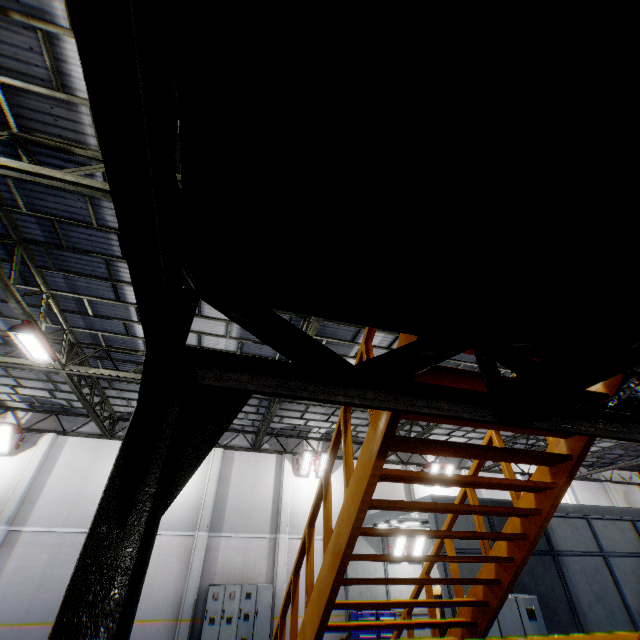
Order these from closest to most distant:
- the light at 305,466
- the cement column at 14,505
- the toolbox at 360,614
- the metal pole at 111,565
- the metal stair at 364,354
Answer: the metal pole at 111,565, the metal stair at 364,354, the toolbox at 360,614, the cement column at 14,505, the light at 305,466

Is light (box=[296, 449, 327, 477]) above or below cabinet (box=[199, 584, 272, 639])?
above

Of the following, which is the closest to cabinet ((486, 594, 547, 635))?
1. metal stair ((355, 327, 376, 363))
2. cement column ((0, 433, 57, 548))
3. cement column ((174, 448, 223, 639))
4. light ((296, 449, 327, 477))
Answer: metal stair ((355, 327, 376, 363))

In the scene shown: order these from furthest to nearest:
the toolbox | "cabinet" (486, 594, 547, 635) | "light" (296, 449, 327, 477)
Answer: "light" (296, 449, 327, 477) → the toolbox → "cabinet" (486, 594, 547, 635)

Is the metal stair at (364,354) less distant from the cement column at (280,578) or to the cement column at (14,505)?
the cement column at (280,578)

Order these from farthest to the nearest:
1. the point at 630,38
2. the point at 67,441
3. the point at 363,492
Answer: the point at 67,441
the point at 363,492
the point at 630,38

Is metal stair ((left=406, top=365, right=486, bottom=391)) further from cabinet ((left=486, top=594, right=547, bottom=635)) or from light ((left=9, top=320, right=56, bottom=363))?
light ((left=9, top=320, right=56, bottom=363))

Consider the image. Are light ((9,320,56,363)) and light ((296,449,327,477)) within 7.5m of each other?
no
